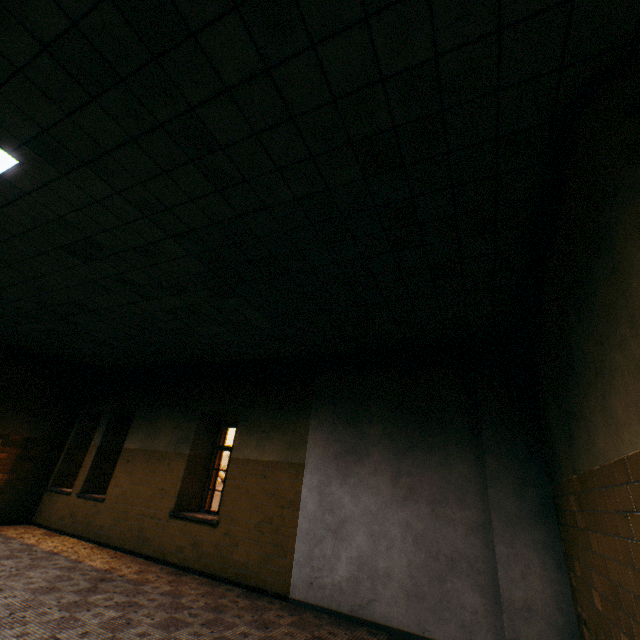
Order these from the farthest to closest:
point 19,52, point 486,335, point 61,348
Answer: point 61,348
point 486,335
point 19,52
